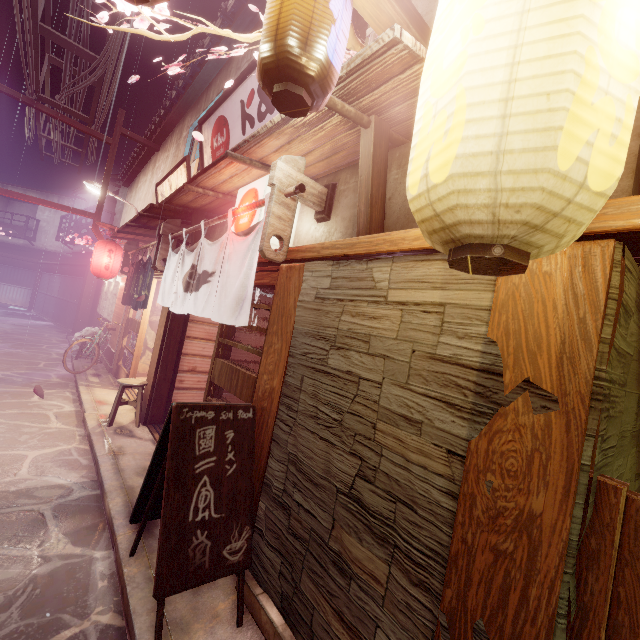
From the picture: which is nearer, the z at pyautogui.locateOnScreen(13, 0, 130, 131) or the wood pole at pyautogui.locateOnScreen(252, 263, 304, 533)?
the wood pole at pyautogui.locateOnScreen(252, 263, 304, 533)

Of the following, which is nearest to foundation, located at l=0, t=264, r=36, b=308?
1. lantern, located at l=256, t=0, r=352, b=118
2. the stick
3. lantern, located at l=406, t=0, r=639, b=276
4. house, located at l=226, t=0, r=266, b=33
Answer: house, located at l=226, t=0, r=266, b=33

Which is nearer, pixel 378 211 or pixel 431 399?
pixel 431 399

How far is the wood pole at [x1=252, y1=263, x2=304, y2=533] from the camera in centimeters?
515cm

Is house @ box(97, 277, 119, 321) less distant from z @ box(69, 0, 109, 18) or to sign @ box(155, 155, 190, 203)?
sign @ box(155, 155, 190, 203)

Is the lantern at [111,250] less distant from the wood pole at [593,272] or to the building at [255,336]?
the building at [255,336]

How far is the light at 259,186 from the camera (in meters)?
6.03

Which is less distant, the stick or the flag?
the stick
